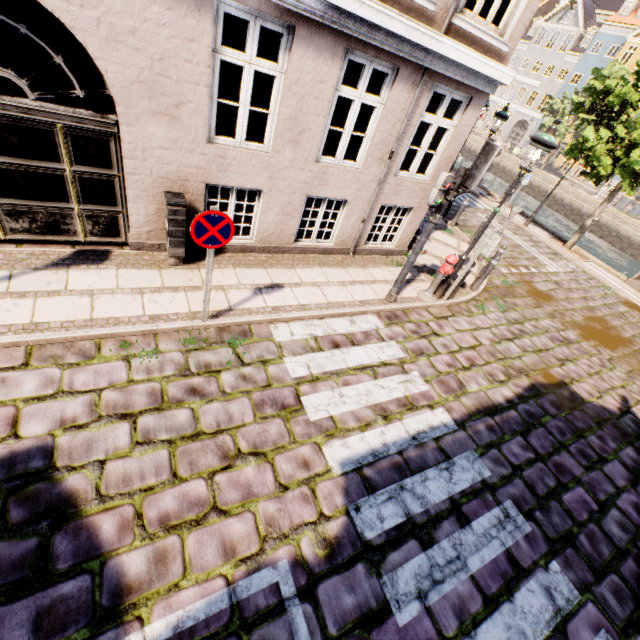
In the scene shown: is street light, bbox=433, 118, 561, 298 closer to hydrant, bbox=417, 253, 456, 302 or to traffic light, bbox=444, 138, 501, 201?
hydrant, bbox=417, 253, 456, 302

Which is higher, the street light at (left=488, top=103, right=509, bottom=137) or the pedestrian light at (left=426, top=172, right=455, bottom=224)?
the street light at (left=488, top=103, right=509, bottom=137)

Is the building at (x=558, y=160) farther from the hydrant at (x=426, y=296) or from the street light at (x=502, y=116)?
the hydrant at (x=426, y=296)

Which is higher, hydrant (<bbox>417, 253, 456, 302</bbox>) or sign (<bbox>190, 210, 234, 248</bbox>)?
sign (<bbox>190, 210, 234, 248</bbox>)

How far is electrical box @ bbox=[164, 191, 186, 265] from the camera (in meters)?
5.19

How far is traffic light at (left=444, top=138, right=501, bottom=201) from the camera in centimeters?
489cm

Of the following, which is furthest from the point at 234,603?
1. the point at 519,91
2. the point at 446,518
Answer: the point at 519,91

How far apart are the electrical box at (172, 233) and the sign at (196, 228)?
1.5 meters
